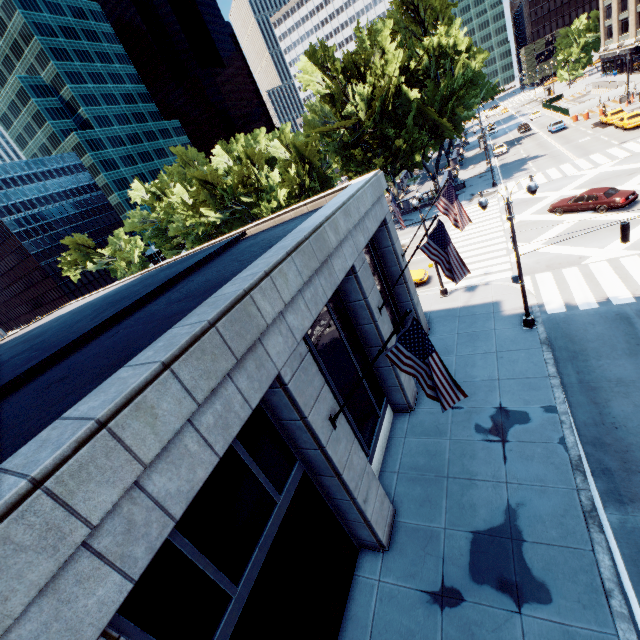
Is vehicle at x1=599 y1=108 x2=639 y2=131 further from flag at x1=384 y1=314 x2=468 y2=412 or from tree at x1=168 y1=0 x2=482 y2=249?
flag at x1=384 y1=314 x2=468 y2=412

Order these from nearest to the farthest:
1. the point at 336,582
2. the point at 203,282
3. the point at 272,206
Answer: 1. the point at 336,582
2. the point at 203,282
3. the point at 272,206

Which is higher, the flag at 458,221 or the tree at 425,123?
the tree at 425,123

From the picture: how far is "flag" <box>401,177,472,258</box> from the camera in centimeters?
Answer: 1489cm

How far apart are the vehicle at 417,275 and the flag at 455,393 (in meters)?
18.77

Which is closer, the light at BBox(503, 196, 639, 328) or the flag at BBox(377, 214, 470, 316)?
the flag at BBox(377, 214, 470, 316)

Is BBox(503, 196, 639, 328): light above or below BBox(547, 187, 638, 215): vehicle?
below

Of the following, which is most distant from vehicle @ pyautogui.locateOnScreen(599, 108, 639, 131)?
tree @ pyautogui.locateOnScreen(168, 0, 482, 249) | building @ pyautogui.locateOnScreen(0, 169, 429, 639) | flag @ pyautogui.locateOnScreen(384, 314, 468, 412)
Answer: flag @ pyautogui.locateOnScreen(384, 314, 468, 412)
